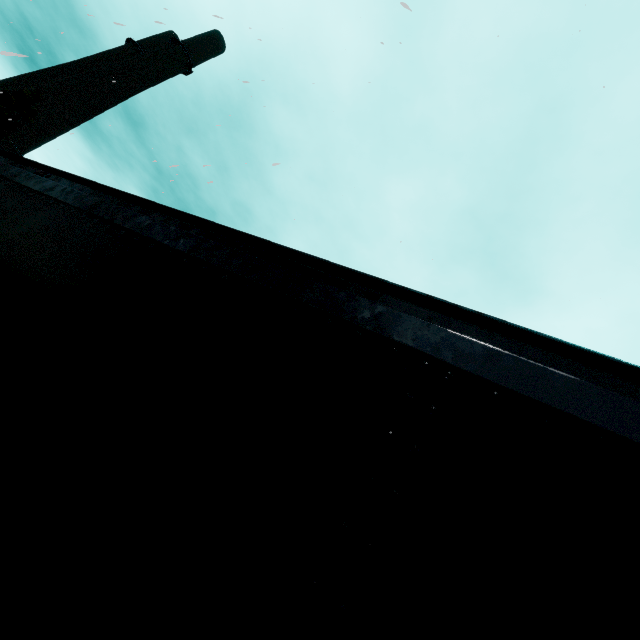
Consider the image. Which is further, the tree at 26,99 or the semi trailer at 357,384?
the tree at 26,99

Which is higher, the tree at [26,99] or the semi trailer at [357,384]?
the tree at [26,99]

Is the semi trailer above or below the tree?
below

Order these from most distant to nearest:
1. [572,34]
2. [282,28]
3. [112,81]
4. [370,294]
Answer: [112,81], [282,28], [572,34], [370,294]

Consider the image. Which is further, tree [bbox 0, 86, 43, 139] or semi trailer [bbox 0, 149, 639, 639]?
tree [bbox 0, 86, 43, 139]
